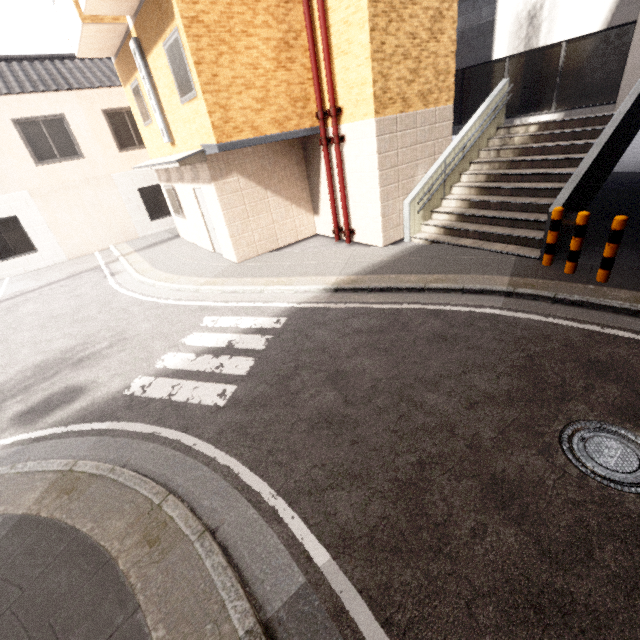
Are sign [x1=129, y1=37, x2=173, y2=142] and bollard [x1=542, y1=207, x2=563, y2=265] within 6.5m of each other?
no

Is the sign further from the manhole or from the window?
the manhole

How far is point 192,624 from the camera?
2.4 meters

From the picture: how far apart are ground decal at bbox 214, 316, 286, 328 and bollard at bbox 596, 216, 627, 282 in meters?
5.6

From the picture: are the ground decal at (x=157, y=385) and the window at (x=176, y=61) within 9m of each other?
yes

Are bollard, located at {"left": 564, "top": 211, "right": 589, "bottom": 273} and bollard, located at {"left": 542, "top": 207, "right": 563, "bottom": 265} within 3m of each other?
yes

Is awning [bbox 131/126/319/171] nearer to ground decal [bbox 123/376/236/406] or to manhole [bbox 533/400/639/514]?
ground decal [bbox 123/376/236/406]

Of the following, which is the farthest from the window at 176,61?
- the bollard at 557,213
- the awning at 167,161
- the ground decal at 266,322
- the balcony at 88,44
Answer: the bollard at 557,213
